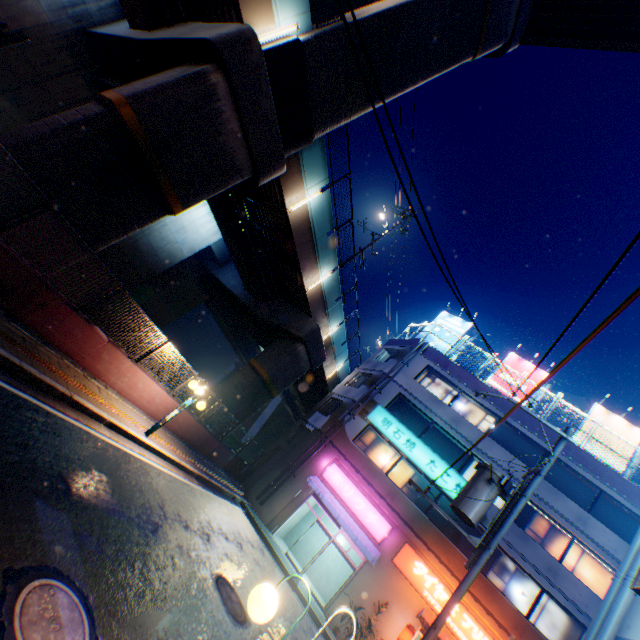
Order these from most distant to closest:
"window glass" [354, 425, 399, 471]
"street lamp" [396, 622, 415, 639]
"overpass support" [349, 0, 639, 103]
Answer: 1. "window glass" [354, 425, 399, 471]
2. "street lamp" [396, 622, 415, 639]
3. "overpass support" [349, 0, 639, 103]

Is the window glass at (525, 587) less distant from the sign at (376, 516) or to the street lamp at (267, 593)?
the sign at (376, 516)

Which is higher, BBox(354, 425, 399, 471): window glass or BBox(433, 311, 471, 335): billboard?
BBox(433, 311, 471, 335): billboard

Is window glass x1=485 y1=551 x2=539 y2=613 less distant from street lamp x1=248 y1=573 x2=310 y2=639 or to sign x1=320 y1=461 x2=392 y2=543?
sign x1=320 y1=461 x2=392 y2=543

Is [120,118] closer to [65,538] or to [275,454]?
[65,538]

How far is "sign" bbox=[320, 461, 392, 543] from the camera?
17.0 meters

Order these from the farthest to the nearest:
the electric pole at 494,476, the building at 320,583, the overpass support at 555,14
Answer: the building at 320,583
the overpass support at 555,14
the electric pole at 494,476

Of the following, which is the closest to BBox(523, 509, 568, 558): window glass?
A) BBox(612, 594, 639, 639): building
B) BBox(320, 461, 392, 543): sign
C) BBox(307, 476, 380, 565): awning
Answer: BBox(320, 461, 392, 543): sign
